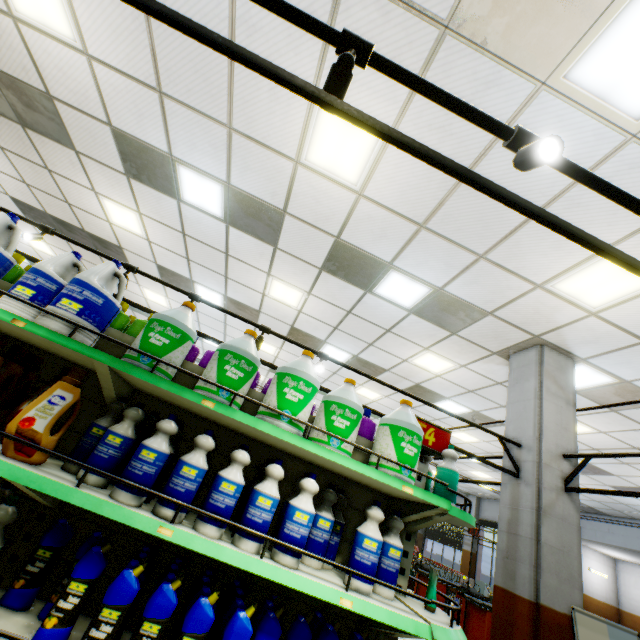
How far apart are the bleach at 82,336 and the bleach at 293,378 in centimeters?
108cm

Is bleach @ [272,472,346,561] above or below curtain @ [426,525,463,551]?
below

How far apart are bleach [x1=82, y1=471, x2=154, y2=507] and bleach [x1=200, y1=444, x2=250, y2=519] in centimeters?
28cm

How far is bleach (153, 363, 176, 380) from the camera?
1.9m

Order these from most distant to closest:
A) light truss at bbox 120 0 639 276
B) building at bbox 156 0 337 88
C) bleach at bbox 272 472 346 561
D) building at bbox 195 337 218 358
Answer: building at bbox 195 337 218 358 → building at bbox 156 0 337 88 → bleach at bbox 272 472 346 561 → light truss at bbox 120 0 639 276

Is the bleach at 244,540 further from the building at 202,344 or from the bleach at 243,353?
the building at 202,344

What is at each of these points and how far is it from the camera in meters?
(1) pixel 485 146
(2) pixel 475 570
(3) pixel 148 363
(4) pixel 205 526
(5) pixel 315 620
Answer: (1) building, 3.1 m
(2) building, 16.9 m
(3) bleach, 1.9 m
(4) bleach, 1.6 m
(5) toilet cleaner, 1.9 m

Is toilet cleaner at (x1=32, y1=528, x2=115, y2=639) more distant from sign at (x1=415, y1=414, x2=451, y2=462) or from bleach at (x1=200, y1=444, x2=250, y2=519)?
sign at (x1=415, y1=414, x2=451, y2=462)
